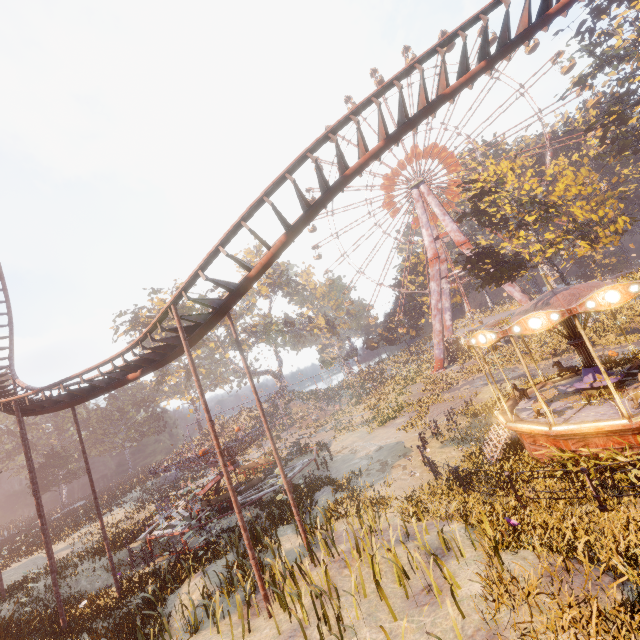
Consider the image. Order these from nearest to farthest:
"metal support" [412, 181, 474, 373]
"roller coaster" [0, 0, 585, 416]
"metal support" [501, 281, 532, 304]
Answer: "roller coaster" [0, 0, 585, 416] → "metal support" [501, 281, 532, 304] → "metal support" [412, 181, 474, 373]

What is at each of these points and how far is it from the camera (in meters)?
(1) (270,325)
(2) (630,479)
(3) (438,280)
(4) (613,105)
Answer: (1) tree, 52.94
(2) instancedfoliageactor, 9.14
(3) metal support, 46.34
(4) instancedfoliageactor, 49.09

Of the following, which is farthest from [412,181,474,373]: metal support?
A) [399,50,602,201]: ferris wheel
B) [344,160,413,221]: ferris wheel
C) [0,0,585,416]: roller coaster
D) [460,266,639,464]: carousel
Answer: [0,0,585,416]: roller coaster

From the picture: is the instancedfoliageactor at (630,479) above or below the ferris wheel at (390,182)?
below

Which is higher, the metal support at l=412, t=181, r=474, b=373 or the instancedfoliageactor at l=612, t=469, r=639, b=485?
the metal support at l=412, t=181, r=474, b=373

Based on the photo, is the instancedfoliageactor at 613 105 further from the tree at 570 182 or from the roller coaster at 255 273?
the tree at 570 182

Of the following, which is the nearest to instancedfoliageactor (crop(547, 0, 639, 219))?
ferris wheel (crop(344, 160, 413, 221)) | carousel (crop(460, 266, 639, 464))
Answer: carousel (crop(460, 266, 639, 464))

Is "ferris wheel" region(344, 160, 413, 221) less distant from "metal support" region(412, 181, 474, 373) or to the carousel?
"metal support" region(412, 181, 474, 373)
